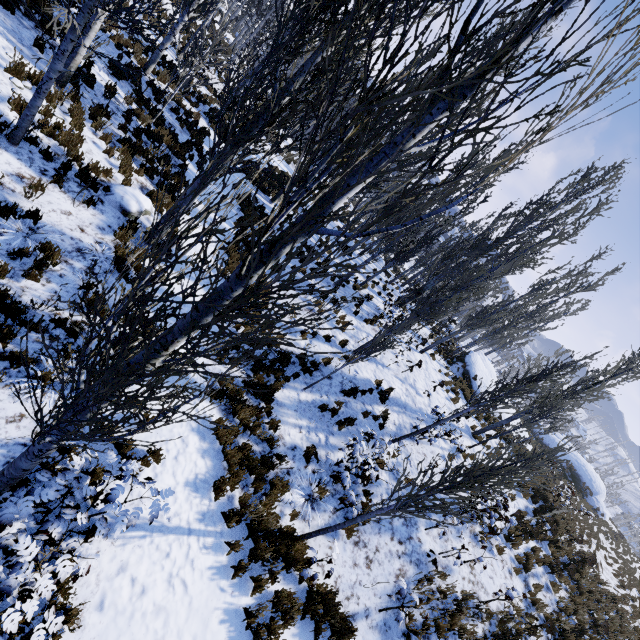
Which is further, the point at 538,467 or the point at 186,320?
the point at 538,467

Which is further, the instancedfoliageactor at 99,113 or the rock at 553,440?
the rock at 553,440

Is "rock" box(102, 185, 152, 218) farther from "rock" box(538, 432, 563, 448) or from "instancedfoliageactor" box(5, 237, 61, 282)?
"rock" box(538, 432, 563, 448)

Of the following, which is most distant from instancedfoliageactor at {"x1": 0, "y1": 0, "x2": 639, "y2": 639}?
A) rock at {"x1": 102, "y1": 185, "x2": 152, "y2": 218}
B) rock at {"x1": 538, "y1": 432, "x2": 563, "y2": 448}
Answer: rock at {"x1": 538, "y1": 432, "x2": 563, "y2": 448}

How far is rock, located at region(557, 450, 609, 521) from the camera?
31.1 meters

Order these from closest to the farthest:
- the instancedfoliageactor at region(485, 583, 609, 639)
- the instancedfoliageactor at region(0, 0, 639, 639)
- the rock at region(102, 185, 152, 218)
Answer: the instancedfoliageactor at region(0, 0, 639, 639) → the rock at region(102, 185, 152, 218) → the instancedfoliageactor at region(485, 583, 609, 639)
